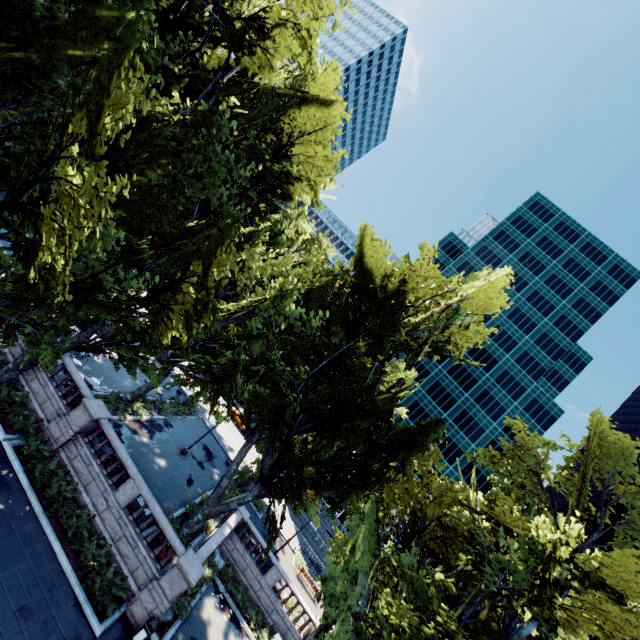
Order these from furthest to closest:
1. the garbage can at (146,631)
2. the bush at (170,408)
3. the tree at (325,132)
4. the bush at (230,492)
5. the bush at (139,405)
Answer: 1. the bush at (170,408)
2. the bush at (230,492)
3. the bush at (139,405)
4. the garbage can at (146,631)
5. the tree at (325,132)

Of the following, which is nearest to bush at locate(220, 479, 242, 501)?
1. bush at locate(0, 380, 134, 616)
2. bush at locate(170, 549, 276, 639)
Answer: bush at locate(170, 549, 276, 639)

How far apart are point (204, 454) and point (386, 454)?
22.4 meters

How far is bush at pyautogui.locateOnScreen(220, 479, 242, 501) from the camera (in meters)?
27.57

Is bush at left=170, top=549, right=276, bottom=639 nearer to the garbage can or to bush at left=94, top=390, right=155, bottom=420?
the garbage can

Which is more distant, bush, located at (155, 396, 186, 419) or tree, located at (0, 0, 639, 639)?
bush, located at (155, 396, 186, 419)

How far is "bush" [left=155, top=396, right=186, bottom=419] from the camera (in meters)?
29.25

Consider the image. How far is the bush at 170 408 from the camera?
29.2m
